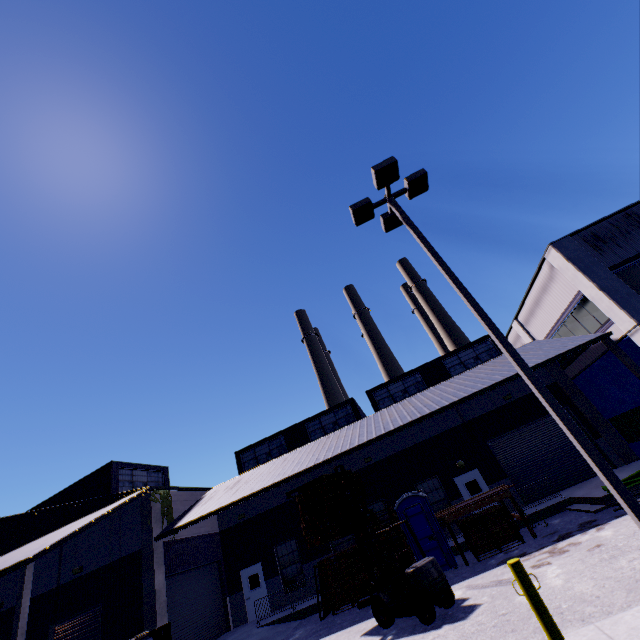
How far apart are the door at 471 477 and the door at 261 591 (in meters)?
12.64

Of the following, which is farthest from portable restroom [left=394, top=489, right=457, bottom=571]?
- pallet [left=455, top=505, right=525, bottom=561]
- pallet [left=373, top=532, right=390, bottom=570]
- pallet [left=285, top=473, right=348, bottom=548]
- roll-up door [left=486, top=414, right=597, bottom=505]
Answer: roll-up door [left=486, top=414, right=597, bottom=505]

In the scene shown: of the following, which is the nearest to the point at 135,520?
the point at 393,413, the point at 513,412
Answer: the point at 393,413

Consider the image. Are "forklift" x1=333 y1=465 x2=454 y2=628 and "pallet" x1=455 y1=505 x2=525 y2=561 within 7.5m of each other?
yes

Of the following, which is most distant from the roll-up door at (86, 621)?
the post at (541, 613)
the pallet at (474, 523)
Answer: the post at (541, 613)

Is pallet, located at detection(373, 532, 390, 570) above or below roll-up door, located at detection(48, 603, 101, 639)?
below

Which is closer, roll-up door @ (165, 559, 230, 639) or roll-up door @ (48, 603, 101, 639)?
roll-up door @ (48, 603, 101, 639)

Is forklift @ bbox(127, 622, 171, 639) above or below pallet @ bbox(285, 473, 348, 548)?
below
